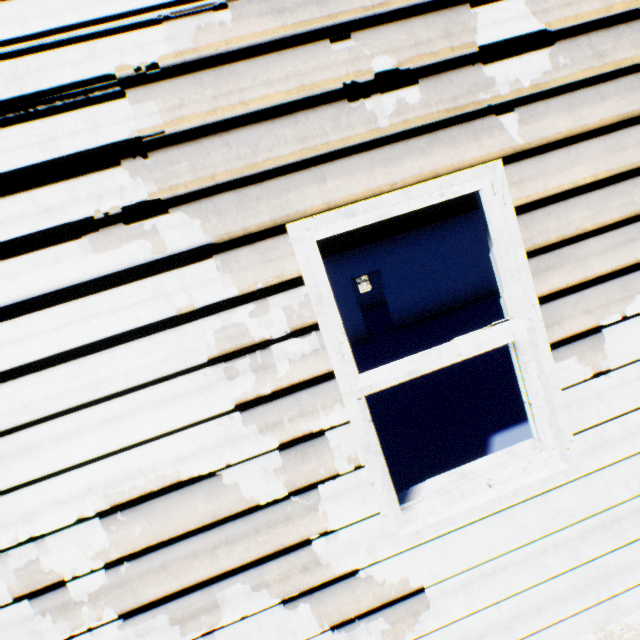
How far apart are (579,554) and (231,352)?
2.1m
